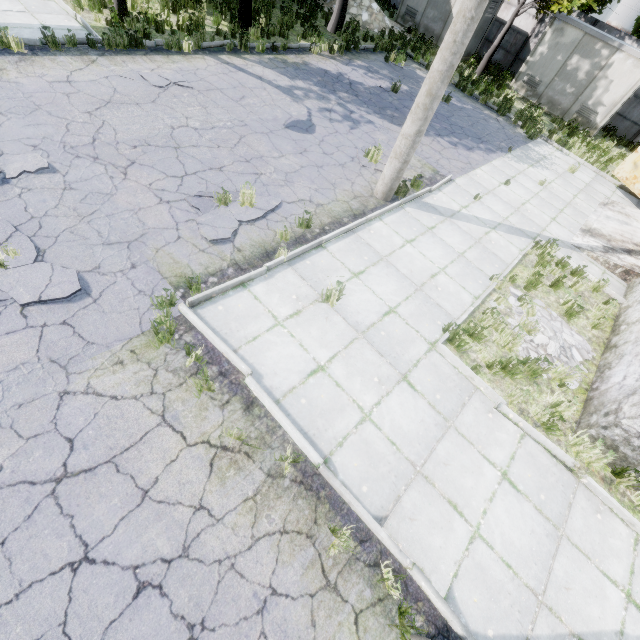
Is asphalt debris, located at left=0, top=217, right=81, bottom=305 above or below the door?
below

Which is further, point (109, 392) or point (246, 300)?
point (246, 300)

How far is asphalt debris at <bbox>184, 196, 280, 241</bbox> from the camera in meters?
5.9 m

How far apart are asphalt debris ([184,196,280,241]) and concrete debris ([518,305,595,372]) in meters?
5.5

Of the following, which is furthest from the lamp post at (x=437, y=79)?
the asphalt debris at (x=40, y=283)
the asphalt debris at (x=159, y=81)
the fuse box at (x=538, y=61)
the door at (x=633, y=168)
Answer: the fuse box at (x=538, y=61)

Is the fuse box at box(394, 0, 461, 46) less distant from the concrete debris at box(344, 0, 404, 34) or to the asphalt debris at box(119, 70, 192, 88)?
the concrete debris at box(344, 0, 404, 34)

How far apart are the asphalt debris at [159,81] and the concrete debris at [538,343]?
10.0 meters

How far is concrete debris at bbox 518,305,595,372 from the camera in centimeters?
653cm
